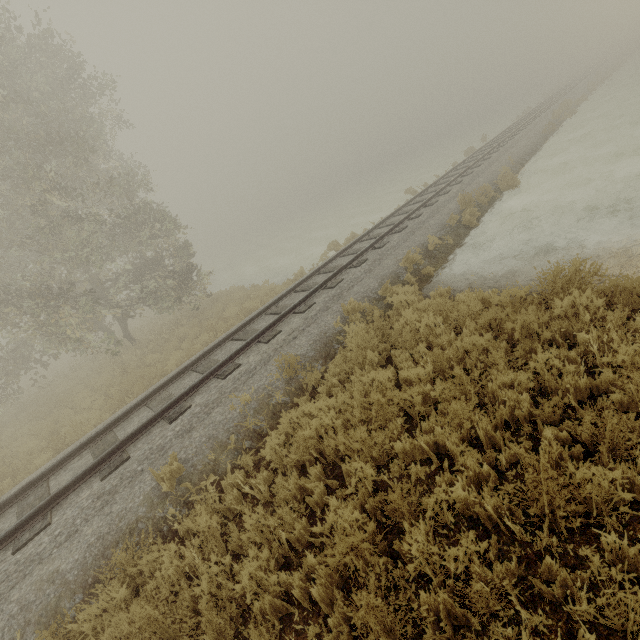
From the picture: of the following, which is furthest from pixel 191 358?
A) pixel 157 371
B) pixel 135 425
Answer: pixel 135 425
